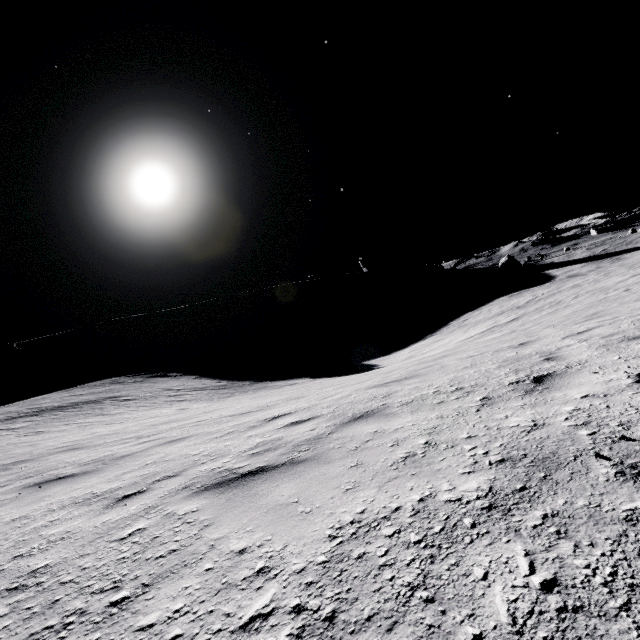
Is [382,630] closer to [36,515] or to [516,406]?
[516,406]
